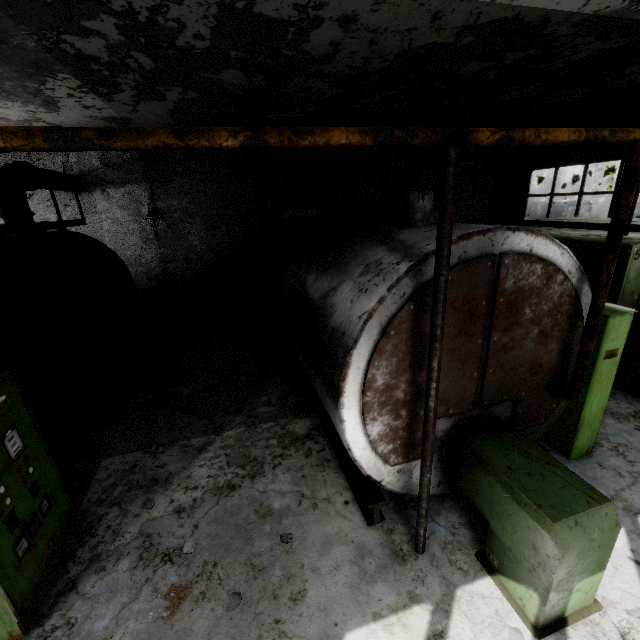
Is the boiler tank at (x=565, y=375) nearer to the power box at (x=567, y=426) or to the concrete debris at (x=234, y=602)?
the power box at (x=567, y=426)

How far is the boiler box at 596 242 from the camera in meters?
6.8

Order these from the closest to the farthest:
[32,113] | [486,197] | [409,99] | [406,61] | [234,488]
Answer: [234,488] → [406,61] → [32,113] → [409,99] → [486,197]

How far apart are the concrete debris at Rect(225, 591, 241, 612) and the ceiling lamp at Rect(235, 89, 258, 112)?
9.68m

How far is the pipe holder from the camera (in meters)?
2.43

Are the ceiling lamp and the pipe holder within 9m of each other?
yes

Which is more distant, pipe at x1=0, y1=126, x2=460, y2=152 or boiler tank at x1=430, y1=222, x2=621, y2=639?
boiler tank at x1=430, y1=222, x2=621, y2=639

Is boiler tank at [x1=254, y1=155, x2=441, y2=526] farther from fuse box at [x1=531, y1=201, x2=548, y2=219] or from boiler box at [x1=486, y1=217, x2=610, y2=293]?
fuse box at [x1=531, y1=201, x2=548, y2=219]
